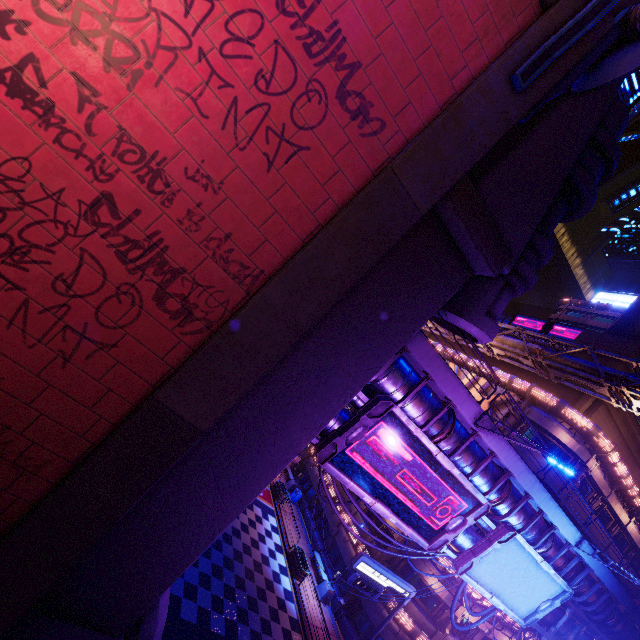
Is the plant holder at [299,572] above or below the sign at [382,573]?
below

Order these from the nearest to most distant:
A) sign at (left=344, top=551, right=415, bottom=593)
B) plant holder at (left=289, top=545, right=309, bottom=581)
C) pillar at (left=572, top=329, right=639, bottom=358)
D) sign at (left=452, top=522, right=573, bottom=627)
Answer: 1. sign at (left=452, top=522, right=573, bottom=627)
2. sign at (left=344, top=551, right=415, bottom=593)
3. plant holder at (left=289, top=545, right=309, bottom=581)
4. pillar at (left=572, top=329, right=639, bottom=358)

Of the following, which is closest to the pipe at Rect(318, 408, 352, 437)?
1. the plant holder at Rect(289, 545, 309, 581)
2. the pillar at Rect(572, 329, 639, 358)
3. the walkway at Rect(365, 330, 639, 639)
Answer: the walkway at Rect(365, 330, 639, 639)

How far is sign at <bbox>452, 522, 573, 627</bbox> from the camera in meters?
13.3 m

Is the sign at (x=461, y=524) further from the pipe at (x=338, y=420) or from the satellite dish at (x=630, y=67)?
the satellite dish at (x=630, y=67)

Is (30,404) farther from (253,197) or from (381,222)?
(381,222)

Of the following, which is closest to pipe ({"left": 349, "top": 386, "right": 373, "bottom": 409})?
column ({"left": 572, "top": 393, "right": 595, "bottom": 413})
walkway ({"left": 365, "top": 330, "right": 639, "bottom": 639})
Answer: walkway ({"left": 365, "top": 330, "right": 639, "bottom": 639})

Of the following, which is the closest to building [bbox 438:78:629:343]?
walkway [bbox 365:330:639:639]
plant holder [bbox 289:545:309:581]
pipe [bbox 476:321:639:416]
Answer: walkway [bbox 365:330:639:639]
